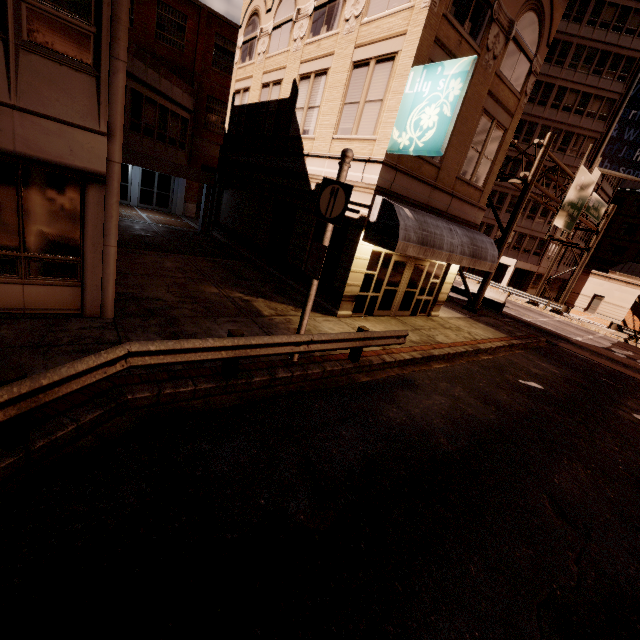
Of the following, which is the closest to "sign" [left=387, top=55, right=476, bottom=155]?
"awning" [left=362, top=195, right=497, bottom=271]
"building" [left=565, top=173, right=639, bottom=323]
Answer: "awning" [left=362, top=195, right=497, bottom=271]

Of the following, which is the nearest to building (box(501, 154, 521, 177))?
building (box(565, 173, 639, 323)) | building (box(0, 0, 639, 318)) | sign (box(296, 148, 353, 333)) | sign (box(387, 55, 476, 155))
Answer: building (box(565, 173, 639, 323))

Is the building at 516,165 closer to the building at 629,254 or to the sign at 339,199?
the building at 629,254

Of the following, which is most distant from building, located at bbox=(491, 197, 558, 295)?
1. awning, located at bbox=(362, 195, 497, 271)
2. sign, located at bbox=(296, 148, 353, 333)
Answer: sign, located at bbox=(296, 148, 353, 333)

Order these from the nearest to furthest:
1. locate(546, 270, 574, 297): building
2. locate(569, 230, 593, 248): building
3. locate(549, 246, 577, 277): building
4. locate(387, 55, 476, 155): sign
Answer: locate(387, 55, 476, 155): sign < locate(569, 230, 593, 248): building < locate(549, 246, 577, 277): building < locate(546, 270, 574, 297): building

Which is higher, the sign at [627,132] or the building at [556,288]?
the sign at [627,132]

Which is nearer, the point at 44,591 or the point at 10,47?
the point at 44,591

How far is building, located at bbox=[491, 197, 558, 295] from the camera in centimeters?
3791cm
